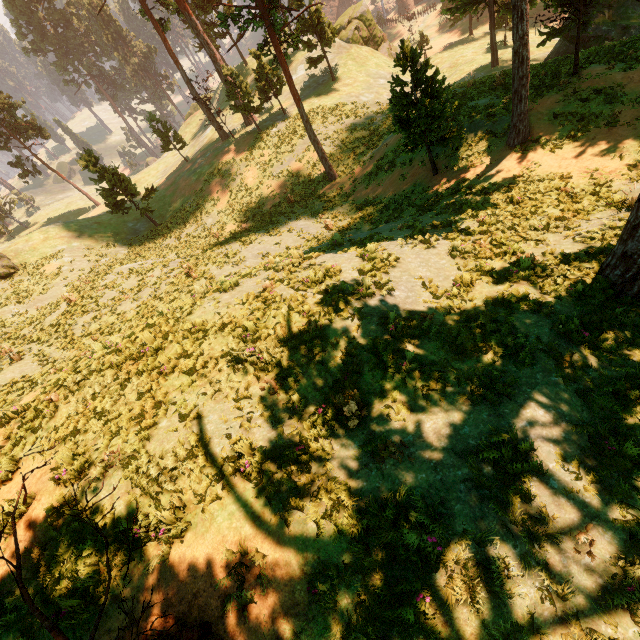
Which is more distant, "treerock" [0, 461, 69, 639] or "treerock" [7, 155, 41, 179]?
"treerock" [7, 155, 41, 179]

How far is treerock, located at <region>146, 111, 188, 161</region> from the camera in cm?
3734

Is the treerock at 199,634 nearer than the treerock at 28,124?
Yes

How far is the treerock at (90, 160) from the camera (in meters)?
28.66

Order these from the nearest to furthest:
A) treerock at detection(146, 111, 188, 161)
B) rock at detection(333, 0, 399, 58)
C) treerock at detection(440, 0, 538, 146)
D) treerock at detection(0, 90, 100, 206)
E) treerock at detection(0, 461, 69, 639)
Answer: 1. treerock at detection(0, 461, 69, 639)
2. treerock at detection(440, 0, 538, 146)
3. treerock at detection(146, 111, 188, 161)
4. rock at detection(333, 0, 399, 58)
5. treerock at detection(0, 90, 100, 206)

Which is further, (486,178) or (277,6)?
(277,6)
